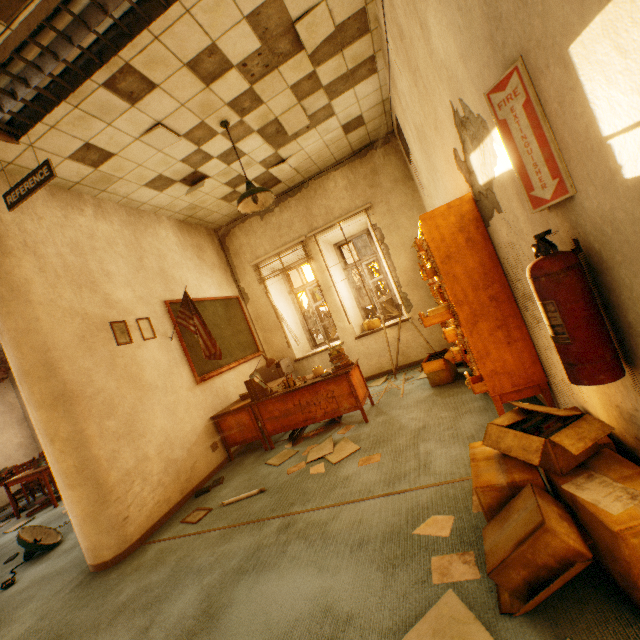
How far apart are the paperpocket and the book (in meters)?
0.86

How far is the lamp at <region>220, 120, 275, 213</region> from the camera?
3.6 meters

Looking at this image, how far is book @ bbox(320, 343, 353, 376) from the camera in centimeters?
403cm

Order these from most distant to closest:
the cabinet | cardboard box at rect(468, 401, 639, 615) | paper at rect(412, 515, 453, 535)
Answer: the cabinet < paper at rect(412, 515, 453, 535) < cardboard box at rect(468, 401, 639, 615)

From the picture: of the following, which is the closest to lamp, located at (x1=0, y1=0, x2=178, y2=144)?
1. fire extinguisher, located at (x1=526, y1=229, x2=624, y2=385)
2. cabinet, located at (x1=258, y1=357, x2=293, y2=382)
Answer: fire extinguisher, located at (x1=526, y1=229, x2=624, y2=385)

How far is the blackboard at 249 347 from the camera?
4.70m

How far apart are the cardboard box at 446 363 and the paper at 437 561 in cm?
271

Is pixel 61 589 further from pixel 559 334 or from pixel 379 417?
pixel 559 334
